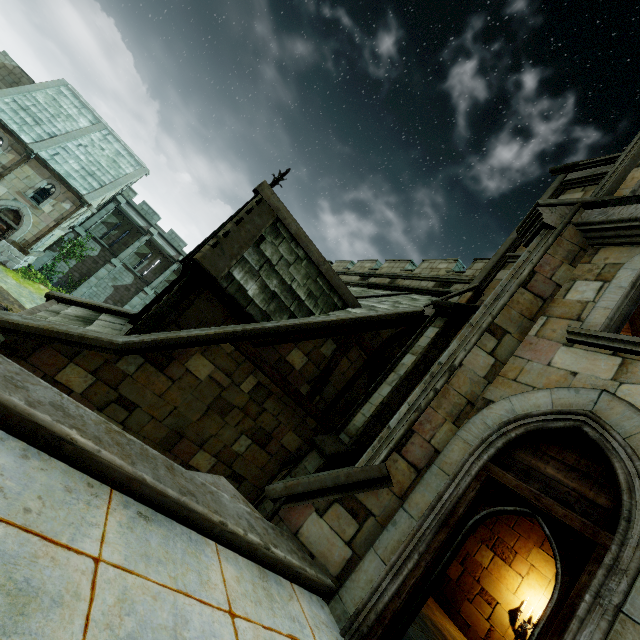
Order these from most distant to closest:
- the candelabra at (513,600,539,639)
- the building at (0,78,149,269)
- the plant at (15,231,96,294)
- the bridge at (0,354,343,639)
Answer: the plant at (15,231,96,294), the building at (0,78,149,269), the candelabra at (513,600,539,639), the bridge at (0,354,343,639)

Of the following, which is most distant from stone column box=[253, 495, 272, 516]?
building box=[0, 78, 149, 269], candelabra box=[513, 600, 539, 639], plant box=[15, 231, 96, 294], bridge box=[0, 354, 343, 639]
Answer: plant box=[15, 231, 96, 294]

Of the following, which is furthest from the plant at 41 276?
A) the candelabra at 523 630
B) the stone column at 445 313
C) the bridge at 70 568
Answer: the candelabra at 523 630

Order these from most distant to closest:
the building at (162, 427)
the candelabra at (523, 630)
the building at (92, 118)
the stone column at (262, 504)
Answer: the building at (92, 118), the candelabra at (523, 630), the stone column at (262, 504), the building at (162, 427)

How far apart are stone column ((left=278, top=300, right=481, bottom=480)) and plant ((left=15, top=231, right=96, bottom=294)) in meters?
30.1

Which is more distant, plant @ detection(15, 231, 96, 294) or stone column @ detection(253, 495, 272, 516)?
plant @ detection(15, 231, 96, 294)

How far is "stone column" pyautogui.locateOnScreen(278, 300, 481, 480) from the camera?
7.64m

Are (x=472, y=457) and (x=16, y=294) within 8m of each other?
no
